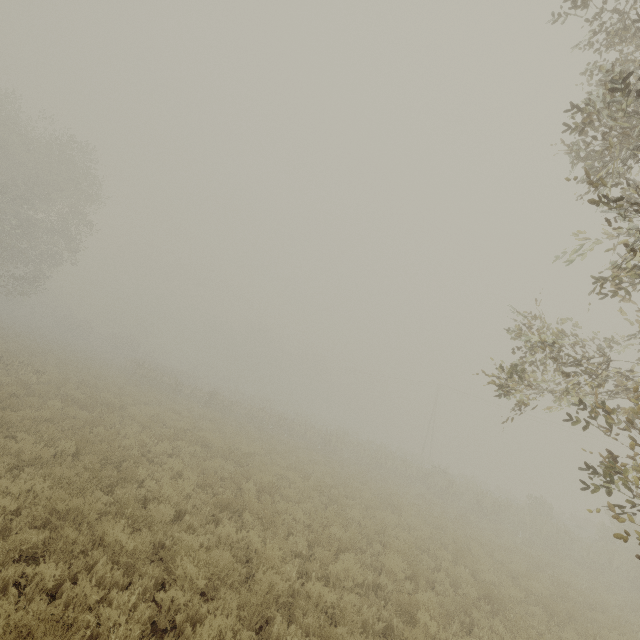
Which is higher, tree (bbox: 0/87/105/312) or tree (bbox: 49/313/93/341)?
tree (bbox: 0/87/105/312)

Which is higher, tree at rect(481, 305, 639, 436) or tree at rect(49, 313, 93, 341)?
tree at rect(481, 305, 639, 436)

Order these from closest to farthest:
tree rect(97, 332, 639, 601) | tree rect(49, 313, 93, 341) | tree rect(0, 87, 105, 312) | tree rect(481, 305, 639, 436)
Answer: tree rect(481, 305, 639, 436), tree rect(97, 332, 639, 601), tree rect(0, 87, 105, 312), tree rect(49, 313, 93, 341)

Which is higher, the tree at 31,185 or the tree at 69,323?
the tree at 31,185

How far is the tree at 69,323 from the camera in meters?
51.7

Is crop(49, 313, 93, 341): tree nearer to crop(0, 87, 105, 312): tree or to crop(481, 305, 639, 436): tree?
crop(0, 87, 105, 312): tree

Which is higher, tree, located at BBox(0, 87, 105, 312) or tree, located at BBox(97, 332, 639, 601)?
tree, located at BBox(0, 87, 105, 312)

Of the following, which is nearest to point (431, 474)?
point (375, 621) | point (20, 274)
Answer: point (375, 621)
